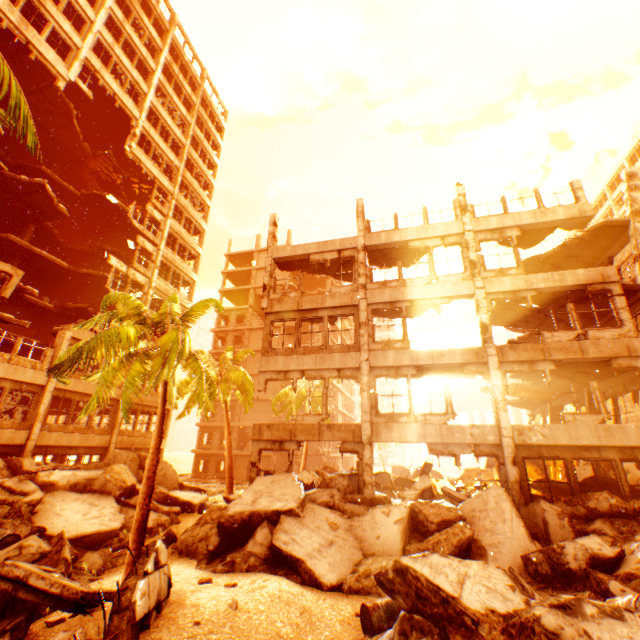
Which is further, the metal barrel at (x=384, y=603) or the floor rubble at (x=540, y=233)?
the floor rubble at (x=540, y=233)

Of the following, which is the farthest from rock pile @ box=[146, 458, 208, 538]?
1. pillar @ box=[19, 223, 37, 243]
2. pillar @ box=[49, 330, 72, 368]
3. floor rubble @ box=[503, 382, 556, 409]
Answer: pillar @ box=[19, 223, 37, 243]

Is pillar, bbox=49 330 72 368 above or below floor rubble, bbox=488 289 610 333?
below

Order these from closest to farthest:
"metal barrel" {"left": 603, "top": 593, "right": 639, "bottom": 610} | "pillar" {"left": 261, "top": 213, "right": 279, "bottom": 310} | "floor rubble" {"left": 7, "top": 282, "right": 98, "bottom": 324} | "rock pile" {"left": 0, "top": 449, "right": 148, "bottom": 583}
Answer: "metal barrel" {"left": 603, "top": 593, "right": 639, "bottom": 610} < "rock pile" {"left": 0, "top": 449, "right": 148, "bottom": 583} < "pillar" {"left": 261, "top": 213, "right": 279, "bottom": 310} < "floor rubble" {"left": 7, "top": 282, "right": 98, "bottom": 324}

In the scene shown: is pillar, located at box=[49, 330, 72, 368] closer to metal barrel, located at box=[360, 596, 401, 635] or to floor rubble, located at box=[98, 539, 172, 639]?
floor rubble, located at box=[98, 539, 172, 639]

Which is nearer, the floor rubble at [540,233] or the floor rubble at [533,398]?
the floor rubble at [540,233]

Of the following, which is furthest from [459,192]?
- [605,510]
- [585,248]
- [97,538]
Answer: [97,538]

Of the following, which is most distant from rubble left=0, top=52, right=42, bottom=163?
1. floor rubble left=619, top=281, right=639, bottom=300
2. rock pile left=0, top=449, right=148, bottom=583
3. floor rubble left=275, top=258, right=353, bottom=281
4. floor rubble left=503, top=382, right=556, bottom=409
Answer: floor rubble left=503, top=382, right=556, bottom=409
